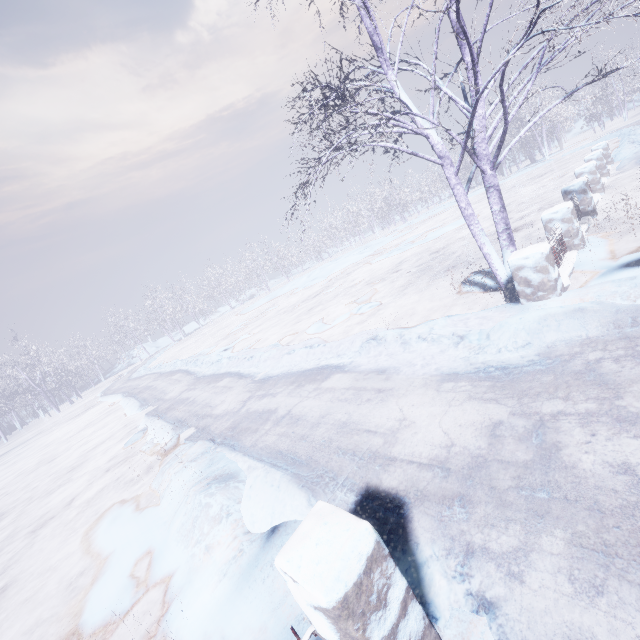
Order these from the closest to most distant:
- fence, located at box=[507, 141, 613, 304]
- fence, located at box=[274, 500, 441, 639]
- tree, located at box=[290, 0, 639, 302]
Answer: fence, located at box=[274, 500, 441, 639]
tree, located at box=[290, 0, 639, 302]
fence, located at box=[507, 141, 613, 304]

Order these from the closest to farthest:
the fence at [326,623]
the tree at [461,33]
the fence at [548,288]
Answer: the fence at [326,623] < the tree at [461,33] < the fence at [548,288]

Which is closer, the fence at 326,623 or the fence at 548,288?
the fence at 326,623

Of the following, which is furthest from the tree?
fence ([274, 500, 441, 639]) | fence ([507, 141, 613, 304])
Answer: fence ([274, 500, 441, 639])

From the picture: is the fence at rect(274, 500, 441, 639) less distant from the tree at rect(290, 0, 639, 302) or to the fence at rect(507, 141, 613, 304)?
the tree at rect(290, 0, 639, 302)

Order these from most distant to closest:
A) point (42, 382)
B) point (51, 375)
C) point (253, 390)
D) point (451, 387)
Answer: point (51, 375) → point (42, 382) → point (253, 390) → point (451, 387)
